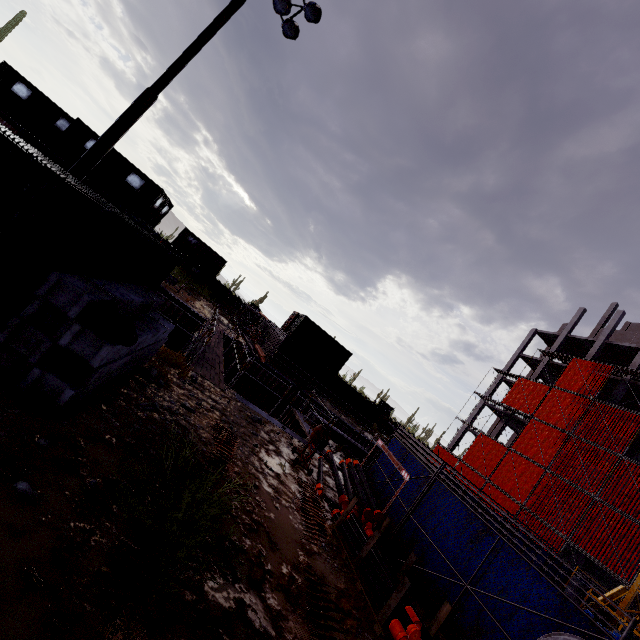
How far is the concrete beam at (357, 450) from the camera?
16.18m

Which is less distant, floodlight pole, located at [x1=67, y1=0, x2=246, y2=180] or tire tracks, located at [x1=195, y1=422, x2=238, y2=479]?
tire tracks, located at [x1=195, y1=422, x2=238, y2=479]

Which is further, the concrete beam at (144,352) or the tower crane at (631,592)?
the tower crane at (631,592)

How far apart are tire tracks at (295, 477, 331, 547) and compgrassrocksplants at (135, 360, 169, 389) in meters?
4.0 m

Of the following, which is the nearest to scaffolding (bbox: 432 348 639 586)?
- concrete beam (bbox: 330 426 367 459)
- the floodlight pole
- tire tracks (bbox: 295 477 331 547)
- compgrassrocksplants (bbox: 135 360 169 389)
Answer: concrete beam (bbox: 330 426 367 459)

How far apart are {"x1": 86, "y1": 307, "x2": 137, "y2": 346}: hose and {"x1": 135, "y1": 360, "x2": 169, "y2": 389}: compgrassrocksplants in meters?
2.2 m

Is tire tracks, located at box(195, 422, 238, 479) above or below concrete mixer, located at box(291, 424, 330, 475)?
below

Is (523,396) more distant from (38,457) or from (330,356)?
(38,457)
